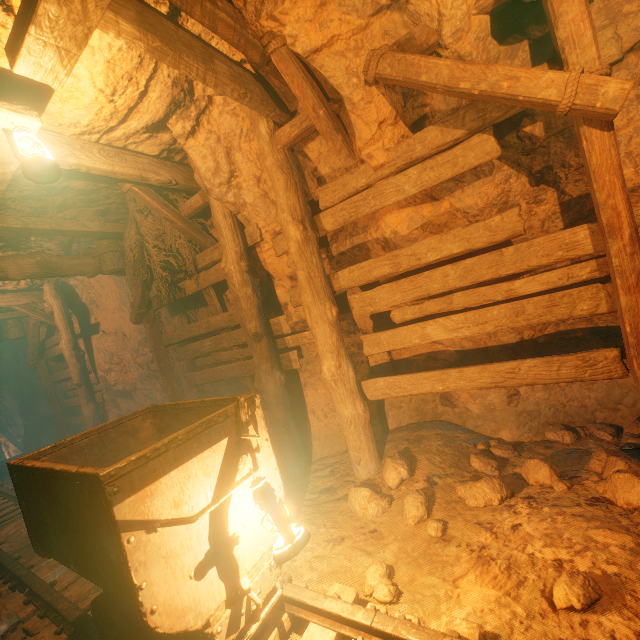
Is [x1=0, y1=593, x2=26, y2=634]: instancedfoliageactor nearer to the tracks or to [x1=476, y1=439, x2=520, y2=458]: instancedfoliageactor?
the tracks

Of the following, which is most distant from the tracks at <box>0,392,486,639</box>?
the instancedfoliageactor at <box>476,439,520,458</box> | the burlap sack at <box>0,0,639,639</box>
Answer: the instancedfoliageactor at <box>476,439,520,458</box>

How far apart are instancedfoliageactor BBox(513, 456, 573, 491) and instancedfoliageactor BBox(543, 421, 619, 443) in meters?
0.3

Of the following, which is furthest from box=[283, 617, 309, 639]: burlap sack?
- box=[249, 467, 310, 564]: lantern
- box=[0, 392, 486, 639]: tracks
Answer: box=[249, 467, 310, 564]: lantern

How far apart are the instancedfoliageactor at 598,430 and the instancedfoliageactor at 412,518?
1.6m

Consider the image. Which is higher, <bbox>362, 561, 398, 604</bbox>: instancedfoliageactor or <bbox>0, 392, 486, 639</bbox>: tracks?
<bbox>0, 392, 486, 639</bbox>: tracks

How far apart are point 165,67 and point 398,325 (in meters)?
3.66

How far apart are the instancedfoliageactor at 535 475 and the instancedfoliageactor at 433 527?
0.9m
